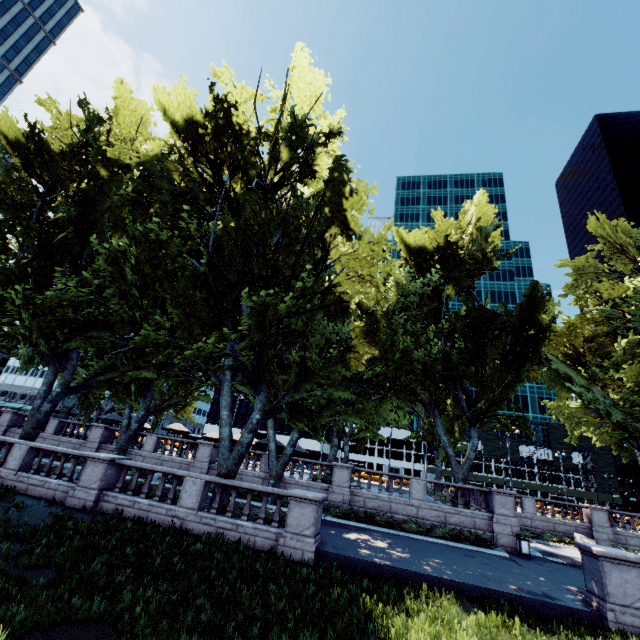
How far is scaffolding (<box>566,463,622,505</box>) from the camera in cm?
5791

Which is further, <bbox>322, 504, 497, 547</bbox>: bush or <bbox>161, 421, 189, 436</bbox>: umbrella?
<bbox>161, 421, 189, 436</bbox>: umbrella

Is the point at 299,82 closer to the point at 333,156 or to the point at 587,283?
the point at 333,156

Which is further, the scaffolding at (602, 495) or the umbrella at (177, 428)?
the scaffolding at (602, 495)

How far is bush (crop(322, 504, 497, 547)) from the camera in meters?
18.0 m

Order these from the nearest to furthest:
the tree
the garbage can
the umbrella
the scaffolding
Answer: the tree < the garbage can < the umbrella < the scaffolding

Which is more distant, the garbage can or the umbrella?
the umbrella

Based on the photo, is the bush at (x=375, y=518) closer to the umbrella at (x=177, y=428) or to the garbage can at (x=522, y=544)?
the garbage can at (x=522, y=544)
